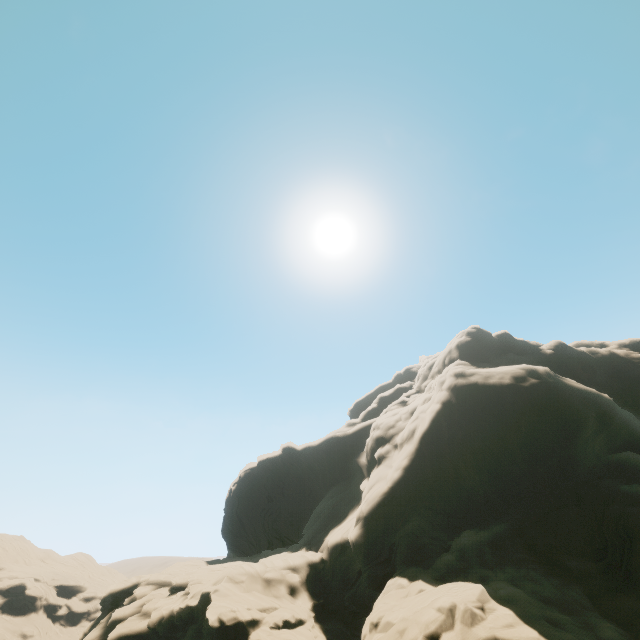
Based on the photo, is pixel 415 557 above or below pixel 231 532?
below
